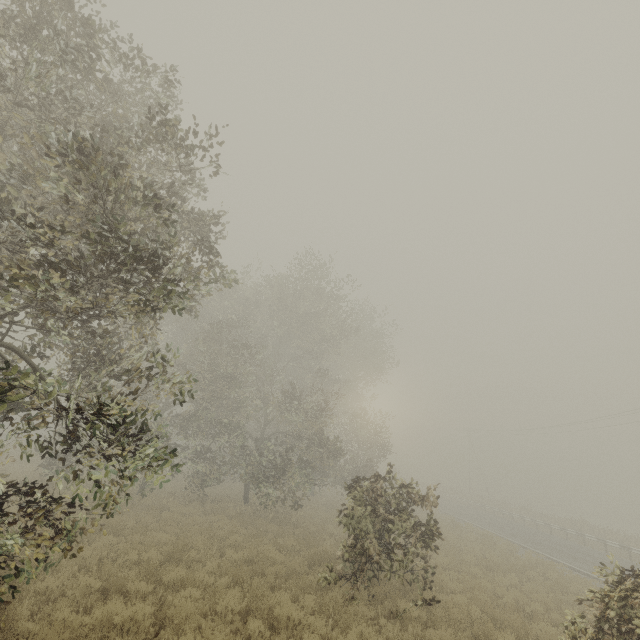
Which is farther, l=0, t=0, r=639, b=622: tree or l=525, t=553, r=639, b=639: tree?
l=525, t=553, r=639, b=639: tree

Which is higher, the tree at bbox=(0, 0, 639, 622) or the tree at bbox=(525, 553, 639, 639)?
the tree at bbox=(0, 0, 639, 622)

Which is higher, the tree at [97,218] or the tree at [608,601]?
the tree at [97,218]

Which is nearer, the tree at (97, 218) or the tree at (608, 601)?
the tree at (97, 218)

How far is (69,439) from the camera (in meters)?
5.59
